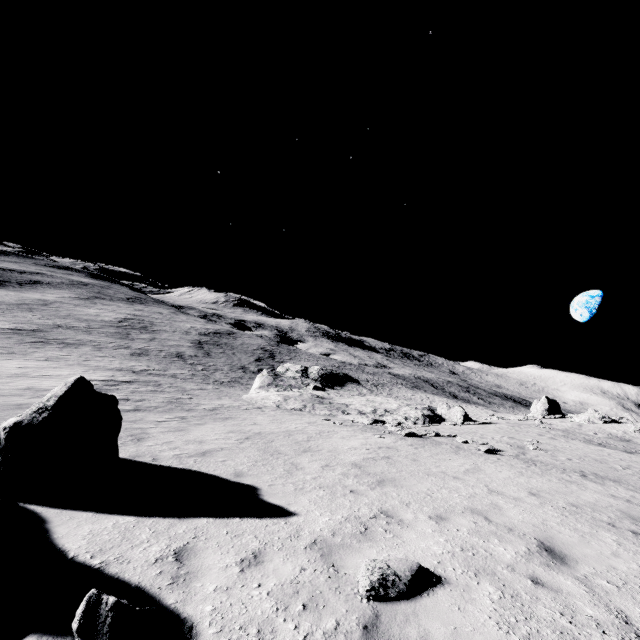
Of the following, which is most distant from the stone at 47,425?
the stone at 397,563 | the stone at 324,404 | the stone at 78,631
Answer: the stone at 324,404

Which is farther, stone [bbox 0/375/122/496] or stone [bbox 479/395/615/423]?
stone [bbox 479/395/615/423]

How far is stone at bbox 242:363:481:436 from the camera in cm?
3033

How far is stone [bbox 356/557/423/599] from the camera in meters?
4.1

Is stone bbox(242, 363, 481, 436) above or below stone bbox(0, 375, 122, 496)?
below

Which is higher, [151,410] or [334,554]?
[334,554]

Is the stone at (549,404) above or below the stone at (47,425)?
above
